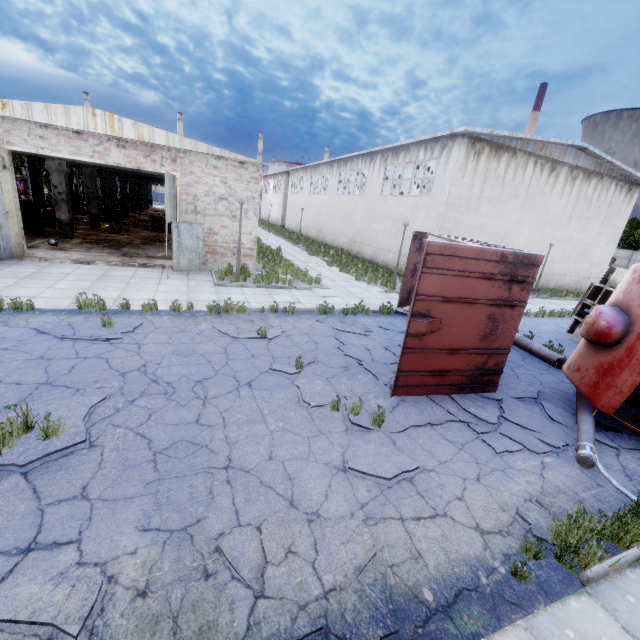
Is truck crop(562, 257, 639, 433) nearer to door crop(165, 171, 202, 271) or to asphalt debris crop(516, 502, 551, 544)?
asphalt debris crop(516, 502, 551, 544)

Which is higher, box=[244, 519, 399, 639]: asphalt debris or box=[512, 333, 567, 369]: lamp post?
box=[512, 333, 567, 369]: lamp post

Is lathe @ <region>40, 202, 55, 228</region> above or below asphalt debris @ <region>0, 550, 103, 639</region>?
above

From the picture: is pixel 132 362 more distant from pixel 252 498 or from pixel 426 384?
pixel 426 384

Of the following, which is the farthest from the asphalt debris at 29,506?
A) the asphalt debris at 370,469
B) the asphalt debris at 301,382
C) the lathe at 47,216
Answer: the lathe at 47,216

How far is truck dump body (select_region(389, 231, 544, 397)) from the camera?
5.8 meters

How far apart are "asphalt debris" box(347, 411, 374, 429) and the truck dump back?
6.6m

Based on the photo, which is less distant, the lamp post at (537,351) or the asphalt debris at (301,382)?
the asphalt debris at (301,382)
